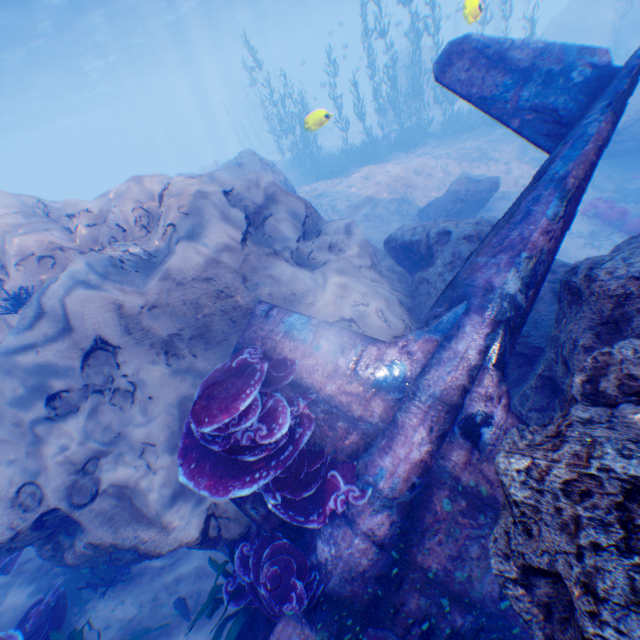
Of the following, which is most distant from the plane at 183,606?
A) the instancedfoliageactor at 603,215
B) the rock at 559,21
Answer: the instancedfoliageactor at 603,215

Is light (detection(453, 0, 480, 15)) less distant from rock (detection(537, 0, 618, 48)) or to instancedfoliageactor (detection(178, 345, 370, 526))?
rock (detection(537, 0, 618, 48))

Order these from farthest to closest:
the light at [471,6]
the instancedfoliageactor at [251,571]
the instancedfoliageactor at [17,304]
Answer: the light at [471,6] → the instancedfoliageactor at [17,304] → the instancedfoliageactor at [251,571]

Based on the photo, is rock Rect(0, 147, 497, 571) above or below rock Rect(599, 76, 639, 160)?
above

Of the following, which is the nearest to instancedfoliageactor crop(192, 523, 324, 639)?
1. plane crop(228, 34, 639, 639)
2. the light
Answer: plane crop(228, 34, 639, 639)

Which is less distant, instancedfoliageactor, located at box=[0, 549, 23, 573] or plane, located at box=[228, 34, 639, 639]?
plane, located at box=[228, 34, 639, 639]

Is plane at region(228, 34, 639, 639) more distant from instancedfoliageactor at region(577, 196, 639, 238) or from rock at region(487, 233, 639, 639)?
instancedfoliageactor at region(577, 196, 639, 238)

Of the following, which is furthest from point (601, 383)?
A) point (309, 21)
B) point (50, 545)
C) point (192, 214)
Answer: point (309, 21)
